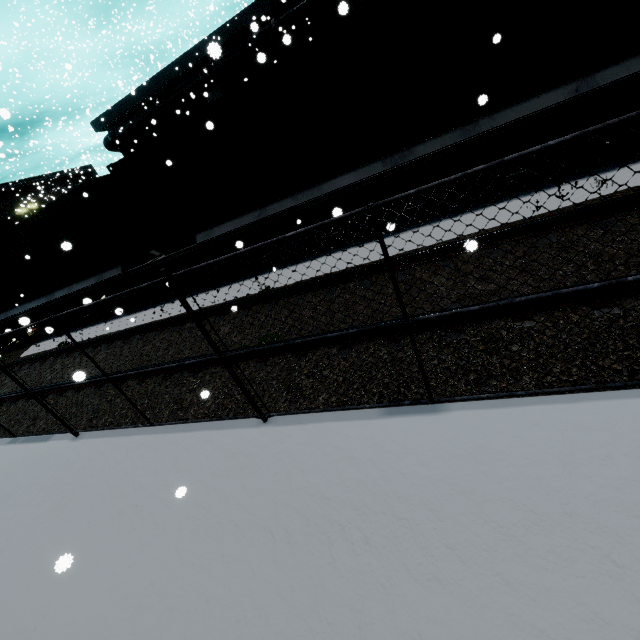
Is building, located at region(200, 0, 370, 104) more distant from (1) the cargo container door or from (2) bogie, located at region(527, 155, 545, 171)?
(1) the cargo container door

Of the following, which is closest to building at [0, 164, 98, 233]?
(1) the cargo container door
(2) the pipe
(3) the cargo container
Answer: (2) the pipe

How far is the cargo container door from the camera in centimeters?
946cm

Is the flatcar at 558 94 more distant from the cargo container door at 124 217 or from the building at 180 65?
the building at 180 65

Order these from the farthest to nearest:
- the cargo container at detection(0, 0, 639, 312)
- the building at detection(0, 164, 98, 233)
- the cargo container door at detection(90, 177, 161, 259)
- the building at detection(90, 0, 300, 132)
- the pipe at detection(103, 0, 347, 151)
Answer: the building at detection(0, 164, 98, 233) → the building at detection(90, 0, 300, 132) → the pipe at detection(103, 0, 347, 151) → the cargo container door at detection(90, 177, 161, 259) → the cargo container at detection(0, 0, 639, 312)

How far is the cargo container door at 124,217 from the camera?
9.46m

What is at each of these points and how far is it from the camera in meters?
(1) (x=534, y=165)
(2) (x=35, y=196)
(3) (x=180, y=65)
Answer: (1) bogie, 6.4 m
(2) building, 50.3 m
(3) building, 21.8 m

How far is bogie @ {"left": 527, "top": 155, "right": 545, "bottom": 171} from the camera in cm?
636
